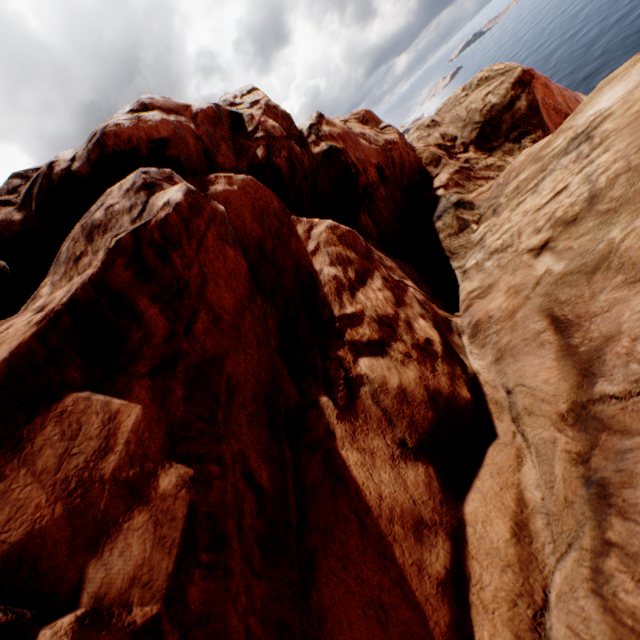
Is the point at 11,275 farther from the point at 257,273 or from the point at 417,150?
the point at 417,150
